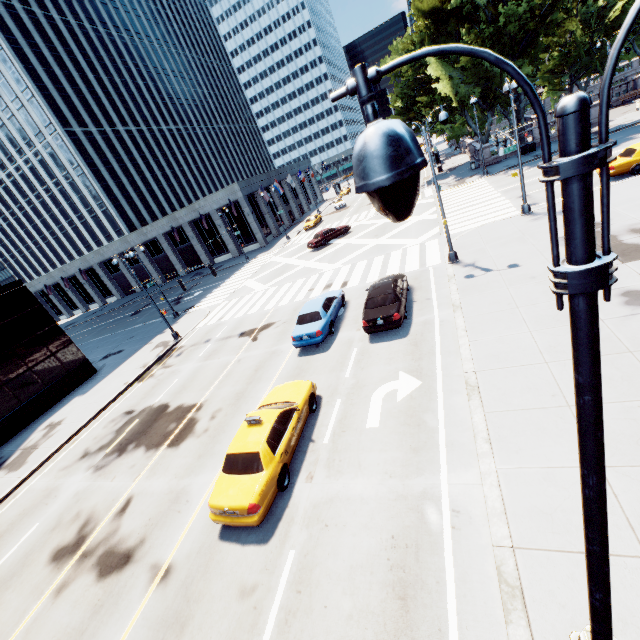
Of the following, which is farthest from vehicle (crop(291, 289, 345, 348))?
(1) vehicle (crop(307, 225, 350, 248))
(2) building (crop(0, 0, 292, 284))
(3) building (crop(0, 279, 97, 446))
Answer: (2) building (crop(0, 0, 292, 284))

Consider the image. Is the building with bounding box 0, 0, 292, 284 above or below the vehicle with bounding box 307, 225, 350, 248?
above

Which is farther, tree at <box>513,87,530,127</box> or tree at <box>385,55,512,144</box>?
tree at <box>513,87,530,127</box>

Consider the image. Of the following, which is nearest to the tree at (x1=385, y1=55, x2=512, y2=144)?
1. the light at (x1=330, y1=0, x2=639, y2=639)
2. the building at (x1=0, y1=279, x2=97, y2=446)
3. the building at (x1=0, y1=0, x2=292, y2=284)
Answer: the building at (x1=0, y1=0, x2=292, y2=284)

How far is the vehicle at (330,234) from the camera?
33.8 meters

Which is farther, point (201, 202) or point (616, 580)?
point (201, 202)

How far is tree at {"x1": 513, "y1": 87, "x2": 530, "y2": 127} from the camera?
33.8m

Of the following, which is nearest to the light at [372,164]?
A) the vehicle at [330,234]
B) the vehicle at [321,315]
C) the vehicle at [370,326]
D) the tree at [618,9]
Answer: the vehicle at [370,326]
